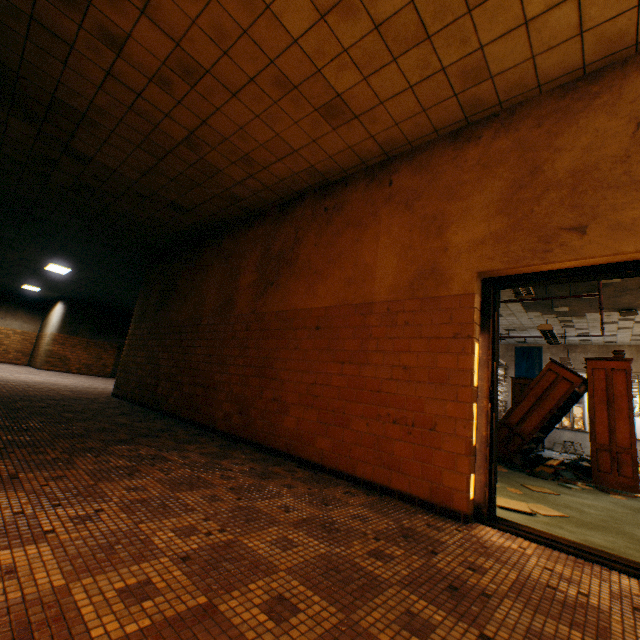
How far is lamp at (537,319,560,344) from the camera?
6.7 meters

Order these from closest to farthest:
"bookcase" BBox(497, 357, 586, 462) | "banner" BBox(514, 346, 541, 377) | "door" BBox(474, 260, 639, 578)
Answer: "door" BBox(474, 260, 639, 578) < "bookcase" BBox(497, 357, 586, 462) < "banner" BBox(514, 346, 541, 377)

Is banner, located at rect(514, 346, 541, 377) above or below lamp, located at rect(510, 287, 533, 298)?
above

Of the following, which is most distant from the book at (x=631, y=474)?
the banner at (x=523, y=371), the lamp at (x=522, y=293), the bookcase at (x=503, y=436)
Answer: the banner at (x=523, y=371)

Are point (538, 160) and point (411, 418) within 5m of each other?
yes

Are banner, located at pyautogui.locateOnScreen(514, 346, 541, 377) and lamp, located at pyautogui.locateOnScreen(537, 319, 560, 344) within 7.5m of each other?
yes

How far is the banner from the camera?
12.8 meters

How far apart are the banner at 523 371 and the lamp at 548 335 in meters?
5.9
